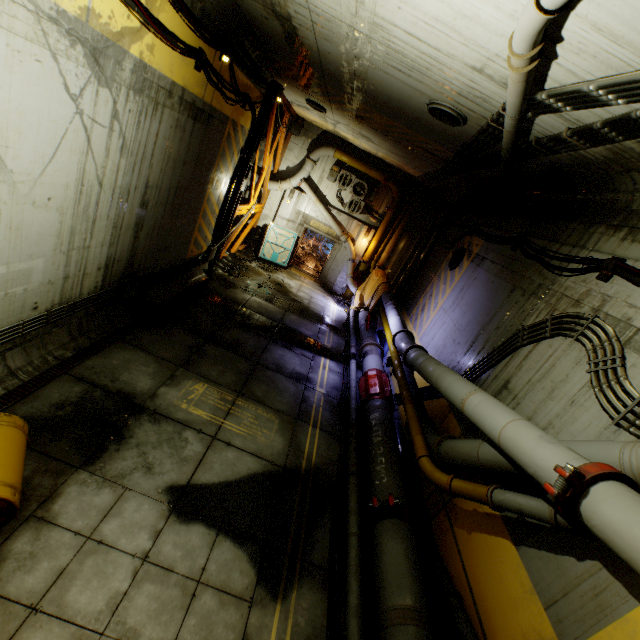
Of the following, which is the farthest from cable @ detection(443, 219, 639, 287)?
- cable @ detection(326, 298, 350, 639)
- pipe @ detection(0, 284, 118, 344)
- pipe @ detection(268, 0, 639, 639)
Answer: pipe @ detection(0, 284, 118, 344)

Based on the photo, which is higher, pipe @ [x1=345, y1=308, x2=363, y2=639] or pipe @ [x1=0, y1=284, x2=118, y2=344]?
pipe @ [x1=0, y1=284, x2=118, y2=344]

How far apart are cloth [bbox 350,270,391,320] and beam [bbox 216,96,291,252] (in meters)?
6.39

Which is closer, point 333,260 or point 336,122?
point 336,122

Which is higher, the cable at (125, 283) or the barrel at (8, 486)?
the cable at (125, 283)

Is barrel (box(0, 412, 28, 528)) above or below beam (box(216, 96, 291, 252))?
below

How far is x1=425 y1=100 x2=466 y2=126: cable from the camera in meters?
5.9

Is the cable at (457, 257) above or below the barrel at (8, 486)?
above
